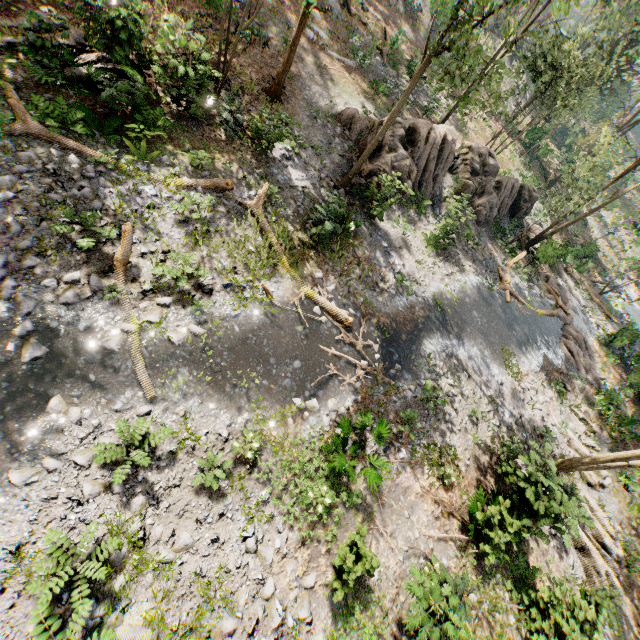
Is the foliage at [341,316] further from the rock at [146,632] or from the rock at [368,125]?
the rock at [146,632]

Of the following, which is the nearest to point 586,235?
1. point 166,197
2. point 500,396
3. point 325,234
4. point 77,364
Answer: point 500,396

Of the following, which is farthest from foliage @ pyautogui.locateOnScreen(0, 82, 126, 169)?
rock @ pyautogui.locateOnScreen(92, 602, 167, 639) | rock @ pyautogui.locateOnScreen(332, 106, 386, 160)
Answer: rock @ pyautogui.locateOnScreen(92, 602, 167, 639)

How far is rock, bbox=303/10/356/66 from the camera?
20.3m

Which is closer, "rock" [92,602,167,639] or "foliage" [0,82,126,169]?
"rock" [92,602,167,639]

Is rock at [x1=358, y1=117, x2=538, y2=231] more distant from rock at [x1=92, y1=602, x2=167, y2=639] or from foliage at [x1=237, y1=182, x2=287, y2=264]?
rock at [x1=92, y1=602, x2=167, y2=639]

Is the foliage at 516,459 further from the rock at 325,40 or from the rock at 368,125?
the rock at 325,40

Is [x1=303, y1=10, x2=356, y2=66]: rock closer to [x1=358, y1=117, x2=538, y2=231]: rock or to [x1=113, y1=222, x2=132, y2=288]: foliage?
[x1=358, y1=117, x2=538, y2=231]: rock
